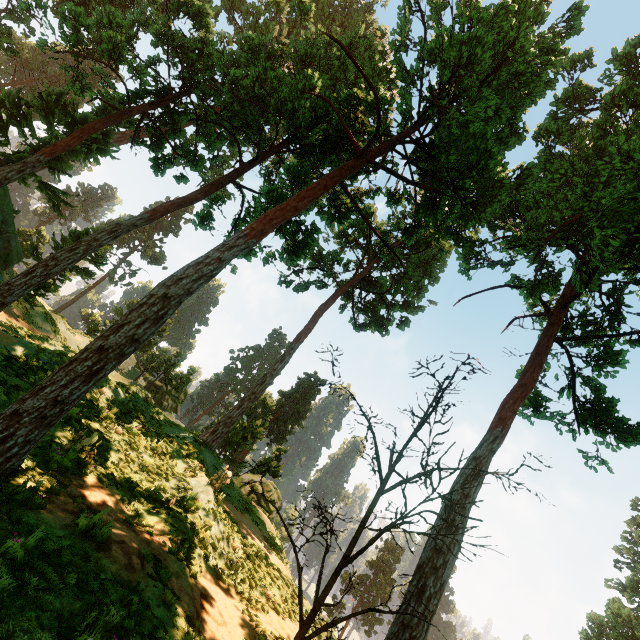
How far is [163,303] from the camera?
7.8m

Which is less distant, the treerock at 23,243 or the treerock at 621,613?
the treerock at 23,243

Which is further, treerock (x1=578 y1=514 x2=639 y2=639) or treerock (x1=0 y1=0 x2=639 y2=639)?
treerock (x1=578 y1=514 x2=639 y2=639)
